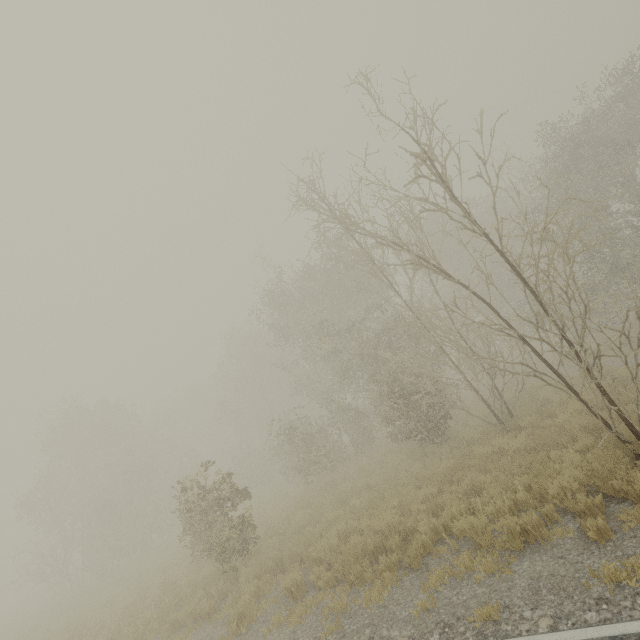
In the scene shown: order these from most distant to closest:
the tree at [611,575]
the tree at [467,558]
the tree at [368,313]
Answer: the tree at [368,313] → the tree at [467,558] → the tree at [611,575]

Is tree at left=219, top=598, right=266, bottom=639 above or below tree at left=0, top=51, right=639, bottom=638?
below

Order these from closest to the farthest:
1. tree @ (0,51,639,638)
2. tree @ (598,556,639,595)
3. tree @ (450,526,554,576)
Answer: tree @ (598,556,639,595)
tree @ (450,526,554,576)
tree @ (0,51,639,638)

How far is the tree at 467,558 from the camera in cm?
520

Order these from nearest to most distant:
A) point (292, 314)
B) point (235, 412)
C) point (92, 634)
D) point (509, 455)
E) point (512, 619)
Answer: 1. point (512, 619)
2. point (509, 455)
3. point (92, 634)
4. point (292, 314)
5. point (235, 412)

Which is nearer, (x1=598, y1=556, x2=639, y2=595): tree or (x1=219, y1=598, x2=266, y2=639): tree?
(x1=598, y1=556, x2=639, y2=595): tree

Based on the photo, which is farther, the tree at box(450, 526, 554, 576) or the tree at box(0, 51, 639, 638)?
the tree at box(0, 51, 639, 638)
